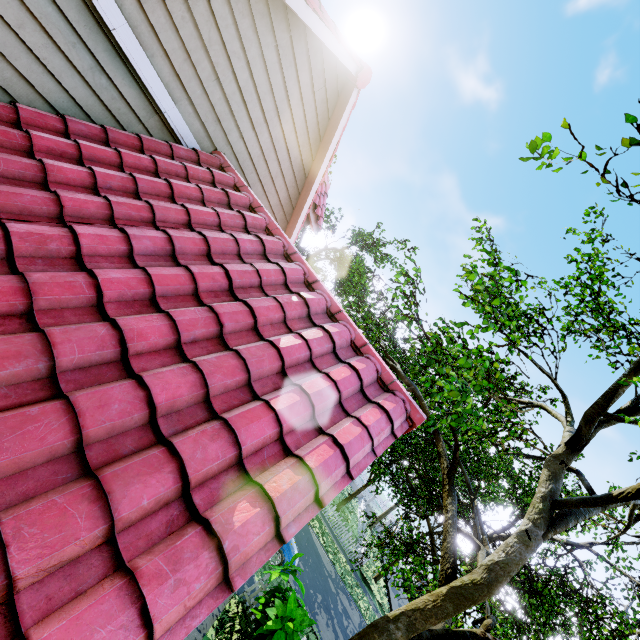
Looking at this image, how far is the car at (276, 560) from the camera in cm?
1283

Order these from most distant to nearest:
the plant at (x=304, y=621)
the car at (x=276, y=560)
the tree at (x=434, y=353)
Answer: the car at (x=276, y=560), the plant at (x=304, y=621), the tree at (x=434, y=353)

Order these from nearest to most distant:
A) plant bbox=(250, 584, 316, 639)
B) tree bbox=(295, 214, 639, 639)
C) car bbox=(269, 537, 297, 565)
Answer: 1. tree bbox=(295, 214, 639, 639)
2. plant bbox=(250, 584, 316, 639)
3. car bbox=(269, 537, 297, 565)

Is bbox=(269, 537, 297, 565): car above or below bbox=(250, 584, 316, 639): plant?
below

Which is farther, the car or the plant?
the car

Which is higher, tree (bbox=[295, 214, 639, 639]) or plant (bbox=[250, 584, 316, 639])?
tree (bbox=[295, 214, 639, 639])

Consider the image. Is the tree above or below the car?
above

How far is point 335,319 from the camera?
4.25m
